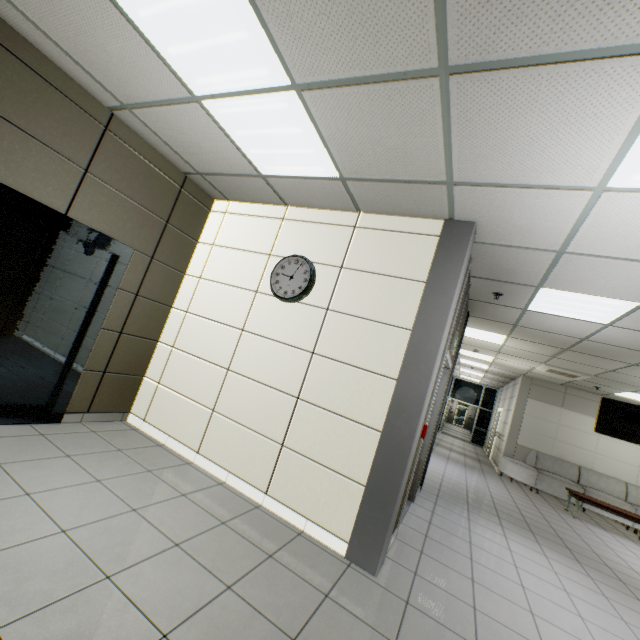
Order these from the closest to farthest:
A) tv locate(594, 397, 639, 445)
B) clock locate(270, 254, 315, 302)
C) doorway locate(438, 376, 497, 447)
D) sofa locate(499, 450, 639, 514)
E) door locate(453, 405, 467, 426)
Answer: clock locate(270, 254, 315, 302), tv locate(594, 397, 639, 445), sofa locate(499, 450, 639, 514), doorway locate(438, 376, 497, 447), door locate(453, 405, 467, 426)

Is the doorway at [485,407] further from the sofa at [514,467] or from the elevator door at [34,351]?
the elevator door at [34,351]

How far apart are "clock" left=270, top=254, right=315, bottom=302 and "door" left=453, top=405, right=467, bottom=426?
33.5 meters

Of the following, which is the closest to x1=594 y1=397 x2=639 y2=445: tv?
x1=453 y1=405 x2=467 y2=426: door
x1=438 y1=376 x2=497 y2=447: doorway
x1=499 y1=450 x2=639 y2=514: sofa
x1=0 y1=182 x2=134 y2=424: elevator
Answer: x1=499 y1=450 x2=639 y2=514: sofa

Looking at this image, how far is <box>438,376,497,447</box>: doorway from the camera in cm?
1752

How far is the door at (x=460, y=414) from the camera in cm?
3219

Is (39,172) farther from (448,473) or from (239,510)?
(448,473)

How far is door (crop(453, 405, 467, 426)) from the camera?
32.2m
